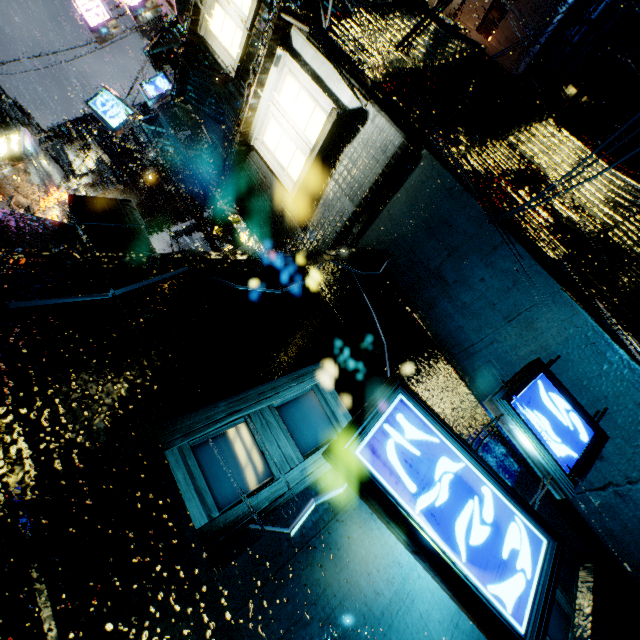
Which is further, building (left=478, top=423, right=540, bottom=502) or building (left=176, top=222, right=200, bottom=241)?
building (left=176, top=222, right=200, bottom=241)

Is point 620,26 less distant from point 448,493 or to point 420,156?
point 420,156

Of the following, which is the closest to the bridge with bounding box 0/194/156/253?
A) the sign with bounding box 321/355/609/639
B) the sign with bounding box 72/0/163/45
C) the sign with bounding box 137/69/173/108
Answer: the sign with bounding box 321/355/609/639

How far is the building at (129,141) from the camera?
26.48m

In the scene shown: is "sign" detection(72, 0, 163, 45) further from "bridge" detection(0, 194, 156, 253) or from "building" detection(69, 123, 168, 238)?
"bridge" detection(0, 194, 156, 253)

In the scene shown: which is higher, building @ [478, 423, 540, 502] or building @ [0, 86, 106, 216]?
building @ [0, 86, 106, 216]

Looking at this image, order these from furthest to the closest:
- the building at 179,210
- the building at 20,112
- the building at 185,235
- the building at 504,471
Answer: the building at 185,235, the building at 179,210, the building at 20,112, the building at 504,471

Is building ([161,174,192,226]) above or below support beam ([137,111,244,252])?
above
